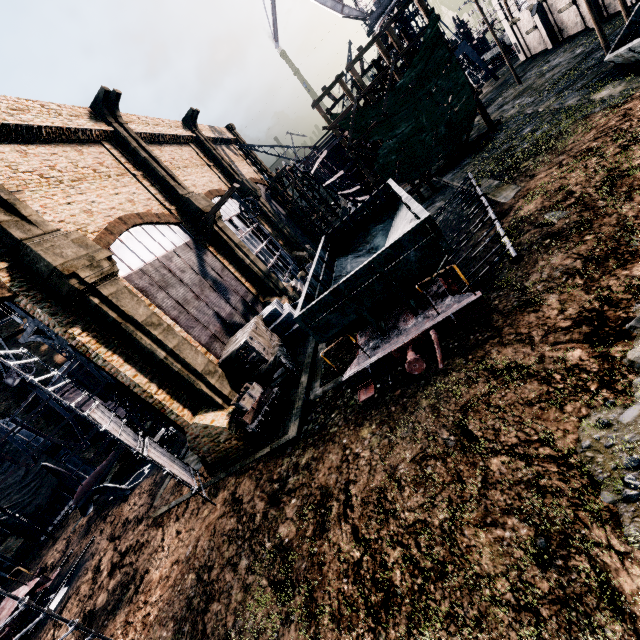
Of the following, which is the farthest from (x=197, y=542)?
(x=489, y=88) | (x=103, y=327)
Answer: (x=489, y=88)

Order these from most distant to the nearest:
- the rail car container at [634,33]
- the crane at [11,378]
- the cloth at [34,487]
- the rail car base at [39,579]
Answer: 1. the crane at [11,378]
2. the cloth at [34,487]
3. the rail car base at [39,579]
4. the rail car container at [634,33]

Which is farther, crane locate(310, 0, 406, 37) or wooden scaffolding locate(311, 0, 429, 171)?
crane locate(310, 0, 406, 37)

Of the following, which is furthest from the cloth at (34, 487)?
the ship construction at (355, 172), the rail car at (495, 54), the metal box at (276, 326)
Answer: the rail car at (495, 54)

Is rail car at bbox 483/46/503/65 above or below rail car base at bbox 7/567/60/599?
above

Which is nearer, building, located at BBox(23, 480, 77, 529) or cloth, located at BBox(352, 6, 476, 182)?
cloth, located at BBox(352, 6, 476, 182)

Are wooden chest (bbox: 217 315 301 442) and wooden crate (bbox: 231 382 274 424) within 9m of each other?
yes

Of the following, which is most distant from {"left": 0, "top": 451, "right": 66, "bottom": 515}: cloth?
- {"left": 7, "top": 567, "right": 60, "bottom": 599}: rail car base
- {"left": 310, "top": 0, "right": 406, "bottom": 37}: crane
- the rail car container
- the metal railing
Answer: {"left": 310, "top": 0, "right": 406, "bottom": 37}: crane
